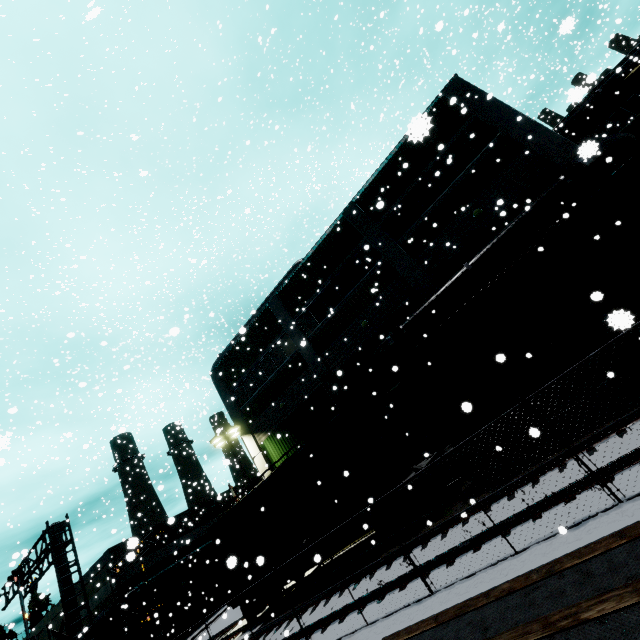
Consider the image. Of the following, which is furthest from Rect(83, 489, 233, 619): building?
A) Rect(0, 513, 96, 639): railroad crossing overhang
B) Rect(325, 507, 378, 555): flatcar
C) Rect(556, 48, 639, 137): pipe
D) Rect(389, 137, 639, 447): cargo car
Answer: Rect(0, 513, 96, 639): railroad crossing overhang

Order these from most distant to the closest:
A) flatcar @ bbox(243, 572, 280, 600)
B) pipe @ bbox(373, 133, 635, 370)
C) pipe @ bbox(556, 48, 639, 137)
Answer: pipe @ bbox(556, 48, 639, 137) → flatcar @ bbox(243, 572, 280, 600) → pipe @ bbox(373, 133, 635, 370)

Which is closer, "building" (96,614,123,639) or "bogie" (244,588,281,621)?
"bogie" (244,588,281,621)

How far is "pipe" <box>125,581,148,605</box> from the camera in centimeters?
3005cm

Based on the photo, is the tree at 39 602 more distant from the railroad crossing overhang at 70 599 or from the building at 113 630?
the railroad crossing overhang at 70 599

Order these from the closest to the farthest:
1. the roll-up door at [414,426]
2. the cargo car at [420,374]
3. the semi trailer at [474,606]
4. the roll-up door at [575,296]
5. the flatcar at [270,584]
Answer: the semi trailer at [474,606], the cargo car at [420,374], the roll-up door at [575,296], the flatcar at [270,584], the roll-up door at [414,426]

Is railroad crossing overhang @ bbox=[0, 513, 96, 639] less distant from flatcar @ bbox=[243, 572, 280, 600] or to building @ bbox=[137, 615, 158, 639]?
building @ bbox=[137, 615, 158, 639]

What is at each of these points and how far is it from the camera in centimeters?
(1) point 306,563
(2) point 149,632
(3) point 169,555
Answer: (1) flatcar, 1412cm
(2) building, 3030cm
(3) building, 3559cm
